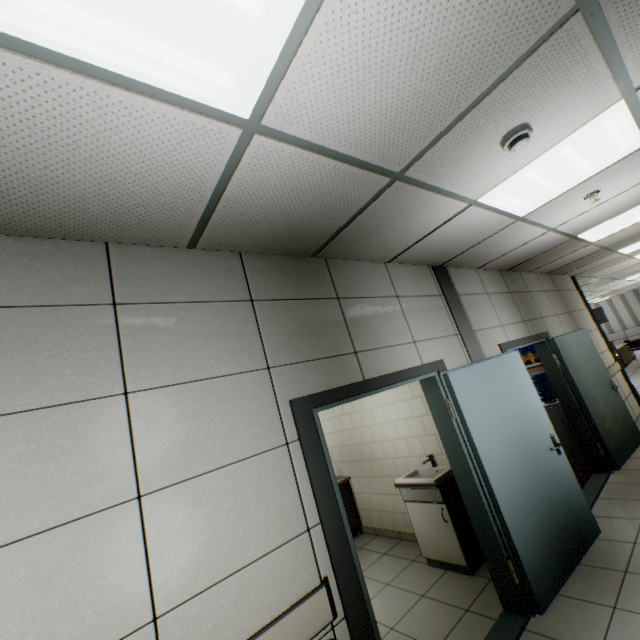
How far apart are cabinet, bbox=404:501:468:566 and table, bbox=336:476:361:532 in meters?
1.6

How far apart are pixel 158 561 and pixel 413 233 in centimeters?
281cm

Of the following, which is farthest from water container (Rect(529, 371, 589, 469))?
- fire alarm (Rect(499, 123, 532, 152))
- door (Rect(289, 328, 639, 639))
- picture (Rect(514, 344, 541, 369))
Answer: fire alarm (Rect(499, 123, 532, 152))

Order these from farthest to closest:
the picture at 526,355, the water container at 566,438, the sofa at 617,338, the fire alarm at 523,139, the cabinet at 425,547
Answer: the sofa at 617,338, the picture at 526,355, the water container at 566,438, the cabinet at 425,547, the fire alarm at 523,139

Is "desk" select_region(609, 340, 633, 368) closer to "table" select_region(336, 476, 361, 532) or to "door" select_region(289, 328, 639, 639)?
"door" select_region(289, 328, 639, 639)

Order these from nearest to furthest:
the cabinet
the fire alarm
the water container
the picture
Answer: the fire alarm
the cabinet
the water container
the picture

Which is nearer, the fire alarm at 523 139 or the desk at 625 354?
the fire alarm at 523 139

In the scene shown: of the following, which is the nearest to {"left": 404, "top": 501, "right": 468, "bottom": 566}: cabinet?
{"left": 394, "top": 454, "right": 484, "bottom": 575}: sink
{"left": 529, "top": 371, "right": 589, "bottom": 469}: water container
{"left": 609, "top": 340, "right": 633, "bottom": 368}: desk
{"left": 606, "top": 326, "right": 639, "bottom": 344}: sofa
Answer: {"left": 394, "top": 454, "right": 484, "bottom": 575}: sink
